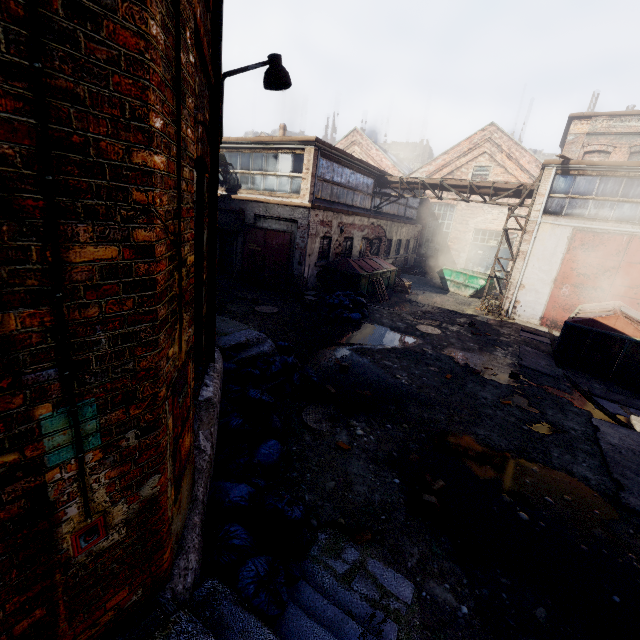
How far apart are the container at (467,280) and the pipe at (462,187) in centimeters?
442cm

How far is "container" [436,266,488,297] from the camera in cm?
1851

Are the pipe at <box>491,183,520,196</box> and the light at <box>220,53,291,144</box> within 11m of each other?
no

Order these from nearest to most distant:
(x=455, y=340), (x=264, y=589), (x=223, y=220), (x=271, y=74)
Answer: (x=264, y=589)
(x=271, y=74)
(x=455, y=340)
(x=223, y=220)

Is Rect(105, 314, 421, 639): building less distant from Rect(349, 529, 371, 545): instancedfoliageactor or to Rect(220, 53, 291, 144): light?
Rect(349, 529, 371, 545): instancedfoliageactor

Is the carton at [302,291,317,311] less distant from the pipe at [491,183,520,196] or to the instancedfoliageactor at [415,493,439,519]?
the instancedfoliageactor at [415,493,439,519]

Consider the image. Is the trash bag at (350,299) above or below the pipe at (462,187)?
below

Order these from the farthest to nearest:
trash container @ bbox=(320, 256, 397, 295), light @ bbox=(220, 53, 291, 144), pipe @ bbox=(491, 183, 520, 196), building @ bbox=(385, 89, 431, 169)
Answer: building @ bbox=(385, 89, 431, 169) → pipe @ bbox=(491, 183, 520, 196) → trash container @ bbox=(320, 256, 397, 295) → light @ bbox=(220, 53, 291, 144)
